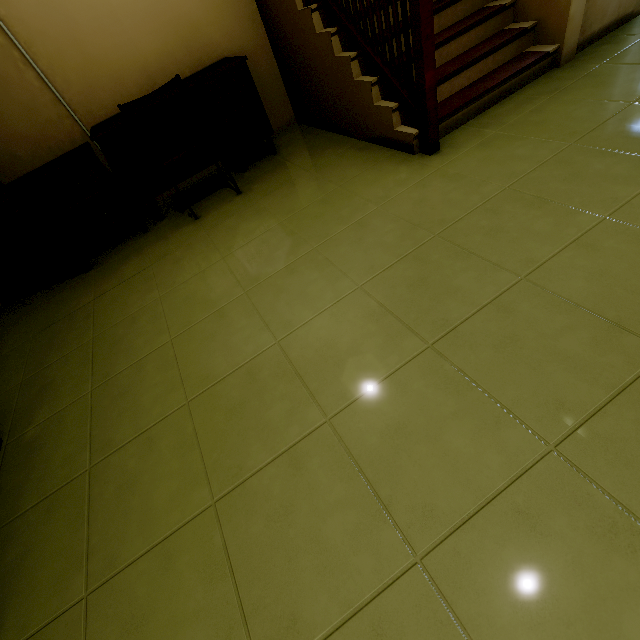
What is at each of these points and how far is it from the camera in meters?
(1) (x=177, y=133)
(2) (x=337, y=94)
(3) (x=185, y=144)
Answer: (1) stairs, 3.2
(2) stairs, 2.7
(3) chair, 2.6

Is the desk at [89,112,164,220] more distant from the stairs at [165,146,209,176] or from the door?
the door

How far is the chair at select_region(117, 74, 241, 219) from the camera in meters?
2.2 m

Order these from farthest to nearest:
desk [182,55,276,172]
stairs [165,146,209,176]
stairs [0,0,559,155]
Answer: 1. stairs [165,146,209,176]
2. desk [182,55,276,172]
3. stairs [0,0,559,155]

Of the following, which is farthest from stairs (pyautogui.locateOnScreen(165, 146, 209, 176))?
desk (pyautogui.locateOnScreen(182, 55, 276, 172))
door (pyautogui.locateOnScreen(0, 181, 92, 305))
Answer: door (pyautogui.locateOnScreen(0, 181, 92, 305))

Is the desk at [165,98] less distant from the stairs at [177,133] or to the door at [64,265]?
the stairs at [177,133]

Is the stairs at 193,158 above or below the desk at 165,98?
below
